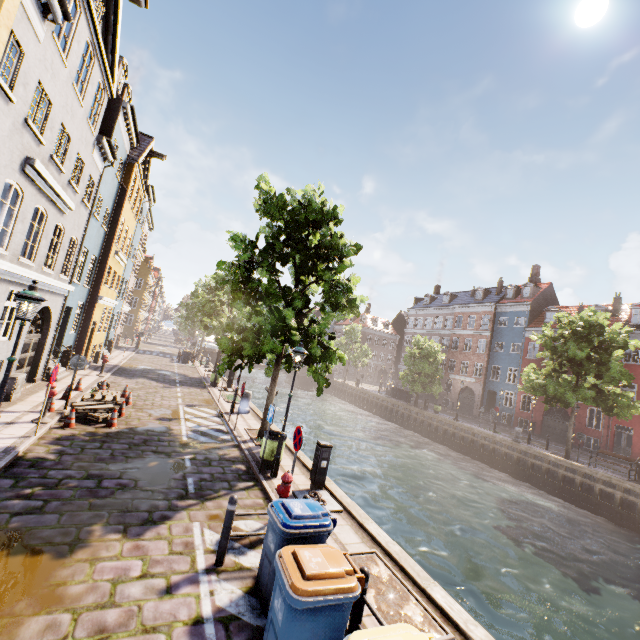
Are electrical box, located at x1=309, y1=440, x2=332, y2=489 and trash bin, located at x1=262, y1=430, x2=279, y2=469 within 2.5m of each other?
yes

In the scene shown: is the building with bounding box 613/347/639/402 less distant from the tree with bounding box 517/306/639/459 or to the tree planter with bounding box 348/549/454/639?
the tree with bounding box 517/306/639/459

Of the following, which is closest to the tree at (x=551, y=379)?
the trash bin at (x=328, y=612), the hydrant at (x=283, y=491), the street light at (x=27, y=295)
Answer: the street light at (x=27, y=295)

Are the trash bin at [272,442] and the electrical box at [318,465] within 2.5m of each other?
yes

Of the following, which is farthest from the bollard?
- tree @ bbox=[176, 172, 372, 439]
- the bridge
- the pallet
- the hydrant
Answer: the bridge

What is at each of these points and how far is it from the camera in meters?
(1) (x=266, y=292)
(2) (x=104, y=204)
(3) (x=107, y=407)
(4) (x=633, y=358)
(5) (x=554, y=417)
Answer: (1) tree, 11.7 m
(2) building, 17.2 m
(3) pallet, 11.4 m
(4) building, 29.3 m
(5) building, 31.3 m

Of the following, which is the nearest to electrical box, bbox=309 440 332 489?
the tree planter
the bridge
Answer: the tree planter

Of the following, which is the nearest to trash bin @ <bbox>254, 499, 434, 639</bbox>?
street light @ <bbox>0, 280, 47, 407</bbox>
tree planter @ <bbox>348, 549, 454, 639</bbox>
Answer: tree planter @ <bbox>348, 549, 454, 639</bbox>
